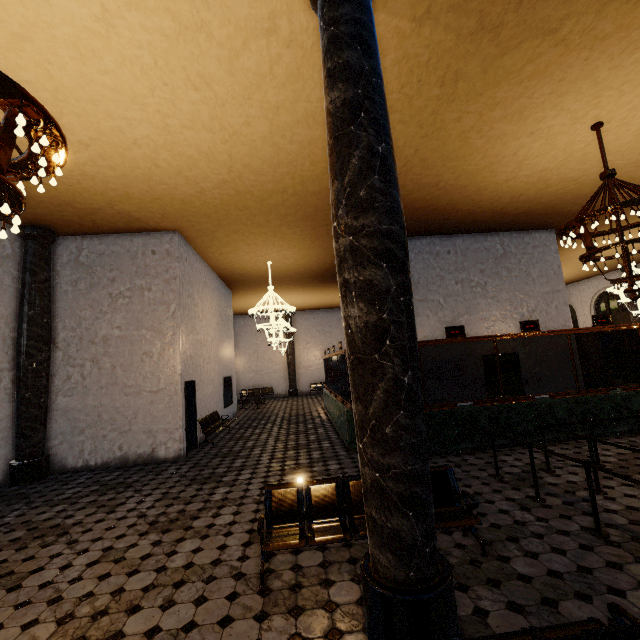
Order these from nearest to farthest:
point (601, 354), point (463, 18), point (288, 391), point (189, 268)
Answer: point (463, 18)
point (189, 268)
point (601, 354)
point (288, 391)
